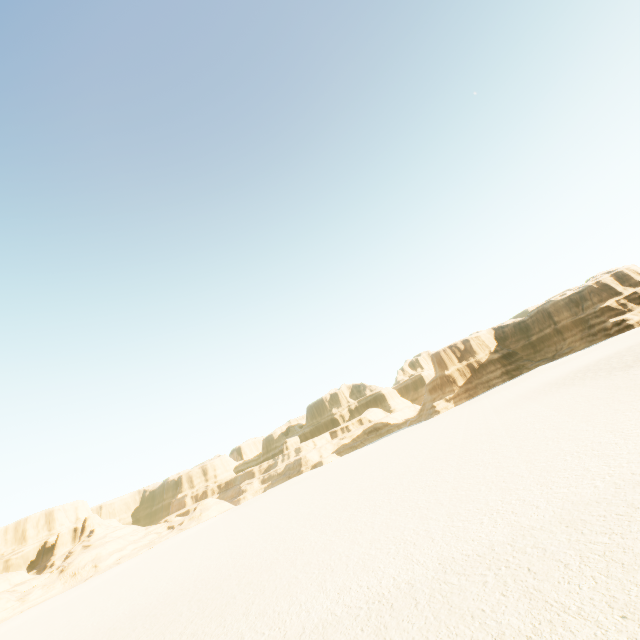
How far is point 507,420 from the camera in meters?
29.0
